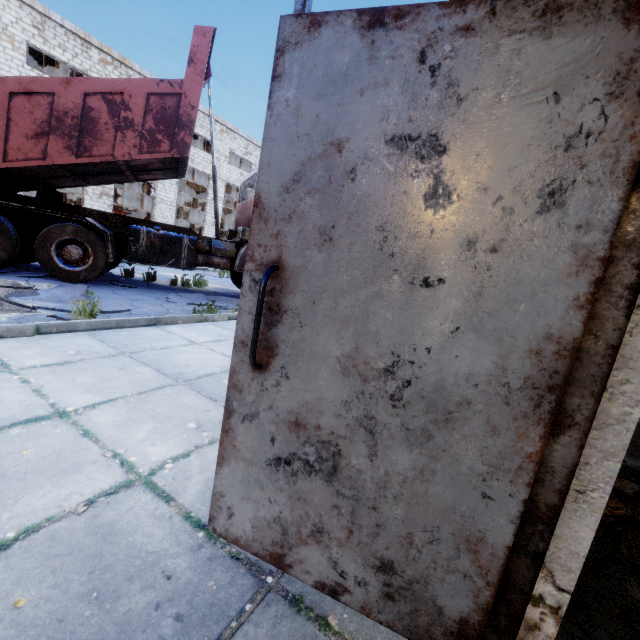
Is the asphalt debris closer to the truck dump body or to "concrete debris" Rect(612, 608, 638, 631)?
the truck dump body

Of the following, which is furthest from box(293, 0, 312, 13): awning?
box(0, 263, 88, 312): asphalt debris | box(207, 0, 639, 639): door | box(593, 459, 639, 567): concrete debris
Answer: box(0, 263, 88, 312): asphalt debris

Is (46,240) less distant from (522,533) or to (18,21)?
(522,533)

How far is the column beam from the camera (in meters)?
20.86

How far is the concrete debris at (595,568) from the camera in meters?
1.7 m

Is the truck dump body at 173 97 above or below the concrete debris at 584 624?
above

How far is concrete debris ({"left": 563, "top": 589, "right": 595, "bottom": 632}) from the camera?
1.4 meters

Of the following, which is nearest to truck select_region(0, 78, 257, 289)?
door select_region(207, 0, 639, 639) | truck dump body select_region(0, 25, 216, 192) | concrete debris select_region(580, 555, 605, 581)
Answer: truck dump body select_region(0, 25, 216, 192)
